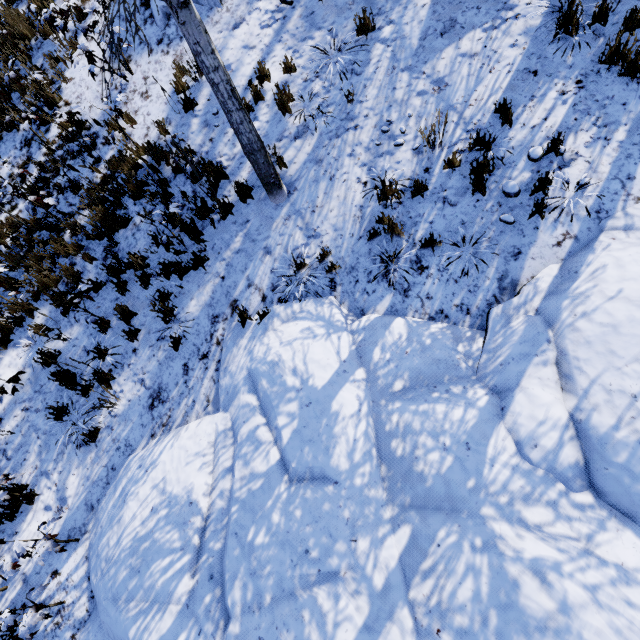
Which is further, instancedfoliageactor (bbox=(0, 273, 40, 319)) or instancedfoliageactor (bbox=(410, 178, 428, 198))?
instancedfoliageactor (bbox=(0, 273, 40, 319))

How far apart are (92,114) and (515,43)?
8.55m

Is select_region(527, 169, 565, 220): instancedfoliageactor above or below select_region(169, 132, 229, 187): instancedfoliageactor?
below

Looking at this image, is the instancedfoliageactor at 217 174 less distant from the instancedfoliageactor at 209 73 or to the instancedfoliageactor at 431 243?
the instancedfoliageactor at 431 243

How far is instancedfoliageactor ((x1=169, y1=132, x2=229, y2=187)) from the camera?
5.5m

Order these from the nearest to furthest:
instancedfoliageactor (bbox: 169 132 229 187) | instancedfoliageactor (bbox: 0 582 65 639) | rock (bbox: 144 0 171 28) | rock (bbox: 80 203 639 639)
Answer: rock (bbox: 80 203 639 639), instancedfoliageactor (bbox: 0 582 65 639), instancedfoliageactor (bbox: 169 132 229 187), rock (bbox: 144 0 171 28)

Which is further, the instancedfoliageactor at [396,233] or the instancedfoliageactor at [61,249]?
the instancedfoliageactor at [61,249]
